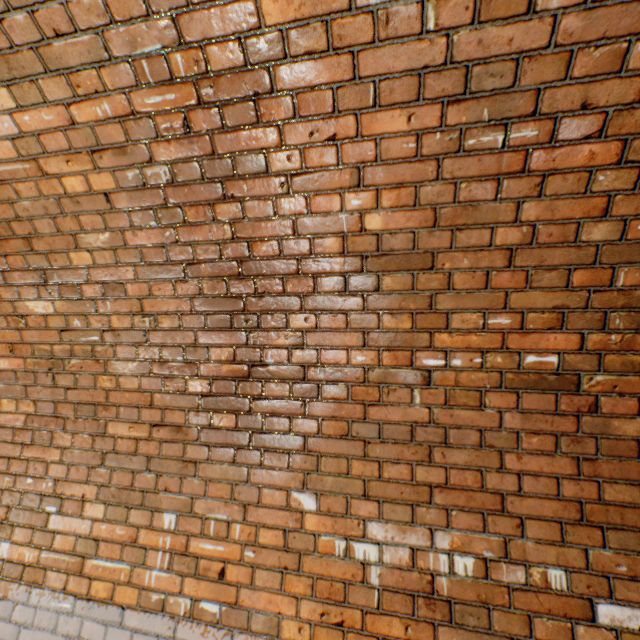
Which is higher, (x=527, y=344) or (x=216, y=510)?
(x=527, y=344)
